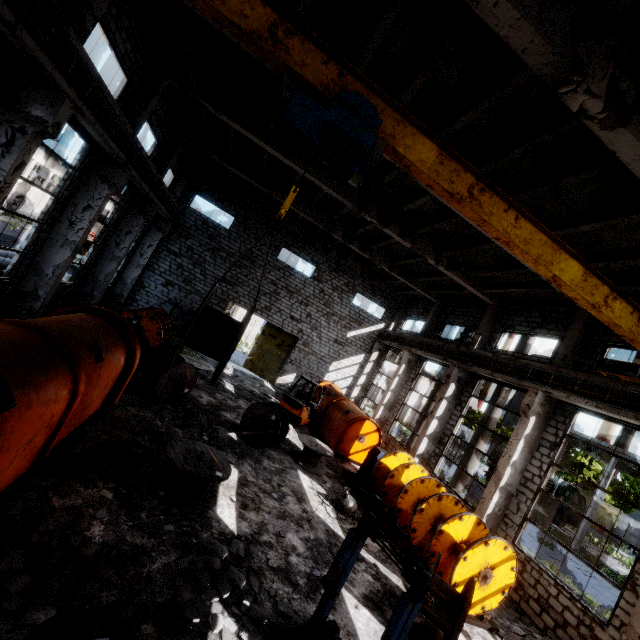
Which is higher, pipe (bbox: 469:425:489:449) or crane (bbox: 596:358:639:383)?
crane (bbox: 596:358:639:383)

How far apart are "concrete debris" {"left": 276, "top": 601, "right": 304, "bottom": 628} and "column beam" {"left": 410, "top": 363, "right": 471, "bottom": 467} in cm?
1099

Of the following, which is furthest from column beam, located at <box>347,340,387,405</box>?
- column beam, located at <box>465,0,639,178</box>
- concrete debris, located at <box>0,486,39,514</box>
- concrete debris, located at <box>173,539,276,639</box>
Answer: concrete debris, located at <box>0,486,39,514</box>

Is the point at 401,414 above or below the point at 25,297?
below

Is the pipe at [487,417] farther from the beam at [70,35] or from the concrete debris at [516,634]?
the beam at [70,35]

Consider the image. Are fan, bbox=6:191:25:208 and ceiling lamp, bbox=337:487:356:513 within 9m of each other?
no

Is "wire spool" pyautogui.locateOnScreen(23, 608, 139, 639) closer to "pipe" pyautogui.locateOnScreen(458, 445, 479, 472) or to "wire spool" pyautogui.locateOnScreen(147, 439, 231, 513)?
"wire spool" pyautogui.locateOnScreen(147, 439, 231, 513)

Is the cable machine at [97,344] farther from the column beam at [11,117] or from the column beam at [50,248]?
the column beam at [50,248]
